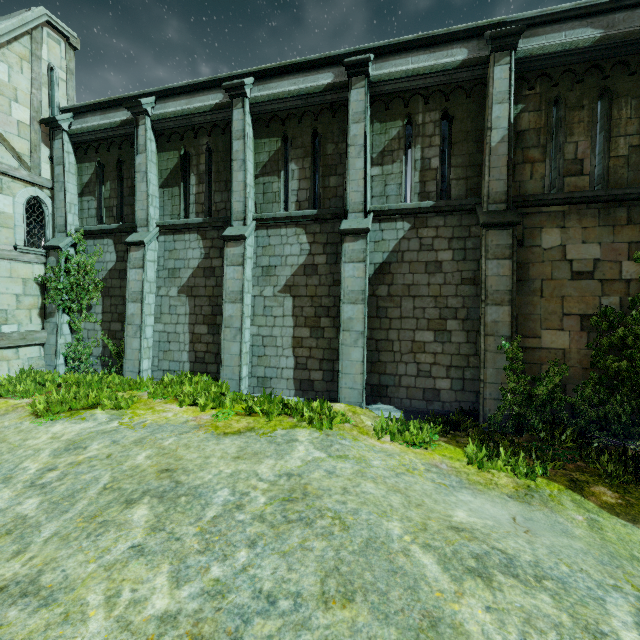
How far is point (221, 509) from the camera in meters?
4.0

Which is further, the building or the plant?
the building

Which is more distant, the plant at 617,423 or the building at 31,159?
the building at 31,159

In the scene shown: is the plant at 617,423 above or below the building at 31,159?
below

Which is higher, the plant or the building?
the building
